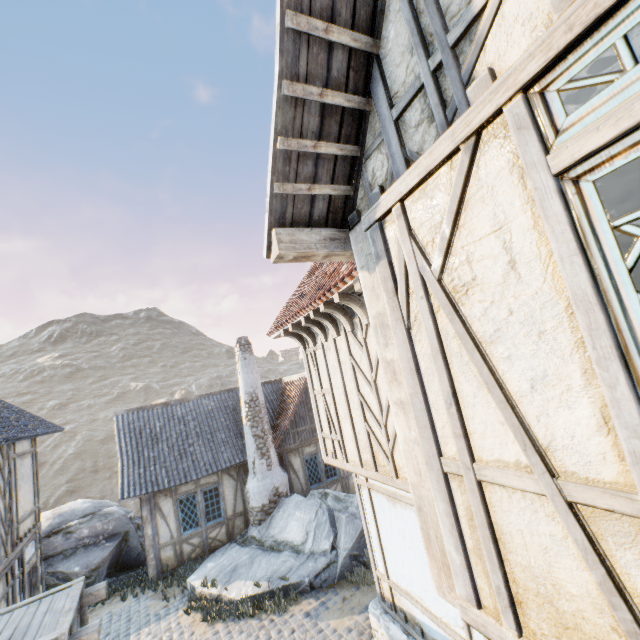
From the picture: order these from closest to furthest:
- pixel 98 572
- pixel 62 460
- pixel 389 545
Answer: pixel 389 545 < pixel 98 572 < pixel 62 460

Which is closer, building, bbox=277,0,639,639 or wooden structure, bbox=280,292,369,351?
building, bbox=277,0,639,639

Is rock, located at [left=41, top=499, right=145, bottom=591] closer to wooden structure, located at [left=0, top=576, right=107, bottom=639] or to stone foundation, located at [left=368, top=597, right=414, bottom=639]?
wooden structure, located at [left=0, top=576, right=107, bottom=639]

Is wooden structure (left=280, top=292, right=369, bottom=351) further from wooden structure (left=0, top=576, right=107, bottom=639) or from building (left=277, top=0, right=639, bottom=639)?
wooden structure (left=0, top=576, right=107, bottom=639)

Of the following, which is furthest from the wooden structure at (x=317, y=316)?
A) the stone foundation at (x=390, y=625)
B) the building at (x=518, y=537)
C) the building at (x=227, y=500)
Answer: the building at (x=227, y=500)

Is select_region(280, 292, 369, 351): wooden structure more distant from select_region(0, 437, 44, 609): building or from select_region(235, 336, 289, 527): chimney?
select_region(235, 336, 289, 527): chimney

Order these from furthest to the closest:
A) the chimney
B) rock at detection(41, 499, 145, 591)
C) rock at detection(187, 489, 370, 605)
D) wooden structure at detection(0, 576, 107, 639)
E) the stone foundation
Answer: the chimney
rock at detection(41, 499, 145, 591)
rock at detection(187, 489, 370, 605)
the stone foundation
wooden structure at detection(0, 576, 107, 639)

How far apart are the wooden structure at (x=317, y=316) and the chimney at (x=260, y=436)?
8.47m
